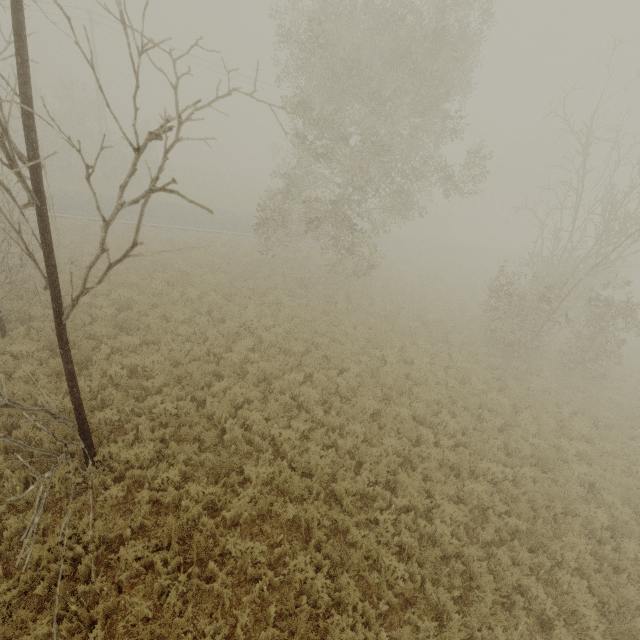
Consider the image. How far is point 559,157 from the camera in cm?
4078
